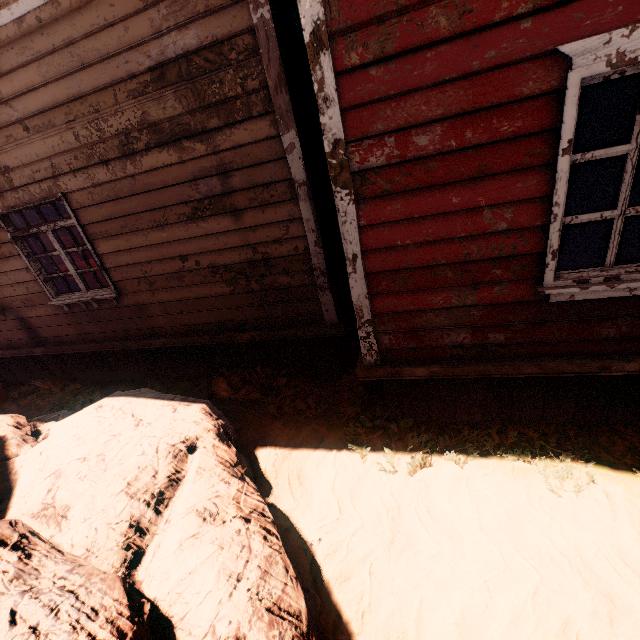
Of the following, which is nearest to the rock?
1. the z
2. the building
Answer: the z

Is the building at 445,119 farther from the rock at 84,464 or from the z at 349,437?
the rock at 84,464

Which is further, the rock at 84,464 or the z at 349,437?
the z at 349,437

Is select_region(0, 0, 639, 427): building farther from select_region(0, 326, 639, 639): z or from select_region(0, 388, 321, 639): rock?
select_region(0, 388, 321, 639): rock

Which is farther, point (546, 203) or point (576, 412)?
point (576, 412)

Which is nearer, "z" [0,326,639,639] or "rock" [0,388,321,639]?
"rock" [0,388,321,639]
